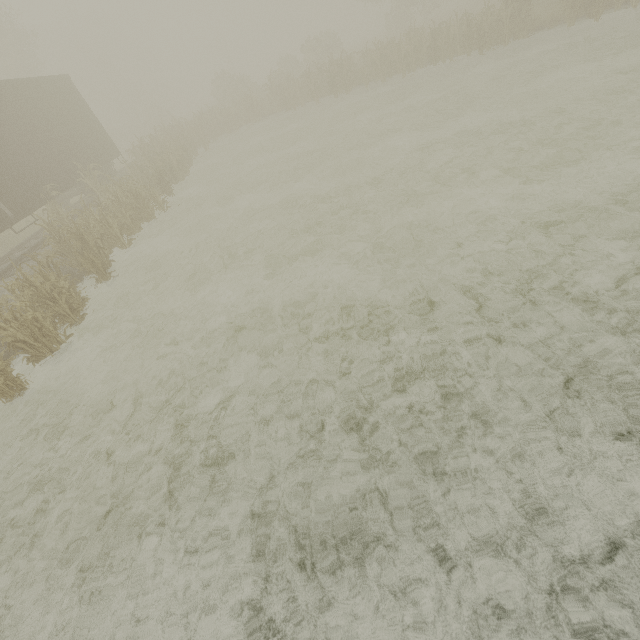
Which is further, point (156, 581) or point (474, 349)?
point (474, 349)
